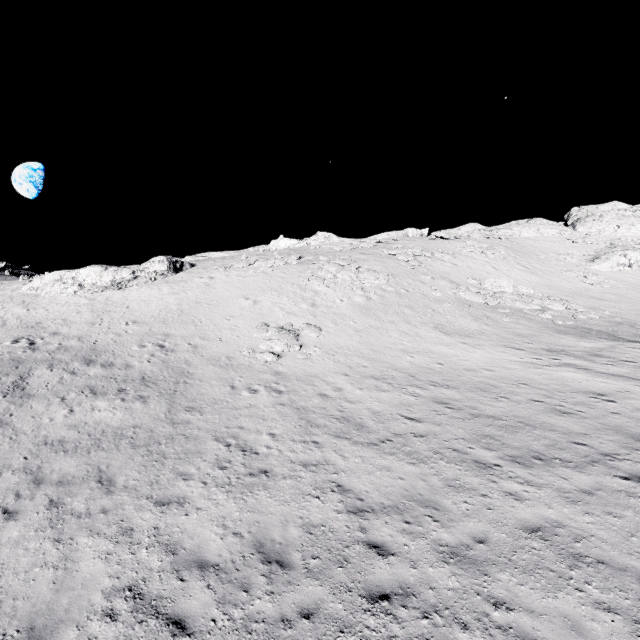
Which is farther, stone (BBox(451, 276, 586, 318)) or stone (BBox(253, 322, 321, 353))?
stone (BBox(451, 276, 586, 318))

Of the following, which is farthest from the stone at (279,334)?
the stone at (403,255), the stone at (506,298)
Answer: the stone at (403,255)

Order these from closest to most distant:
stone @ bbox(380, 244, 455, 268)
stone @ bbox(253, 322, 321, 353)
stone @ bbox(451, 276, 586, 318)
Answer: stone @ bbox(253, 322, 321, 353) < stone @ bbox(451, 276, 586, 318) < stone @ bbox(380, 244, 455, 268)

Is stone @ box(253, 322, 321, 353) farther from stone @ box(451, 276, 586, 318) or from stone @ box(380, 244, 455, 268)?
stone @ box(380, 244, 455, 268)

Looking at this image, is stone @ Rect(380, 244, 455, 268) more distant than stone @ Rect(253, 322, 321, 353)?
Yes

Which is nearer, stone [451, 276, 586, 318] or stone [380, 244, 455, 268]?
stone [451, 276, 586, 318]

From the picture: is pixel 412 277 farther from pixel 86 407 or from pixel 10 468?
pixel 10 468
